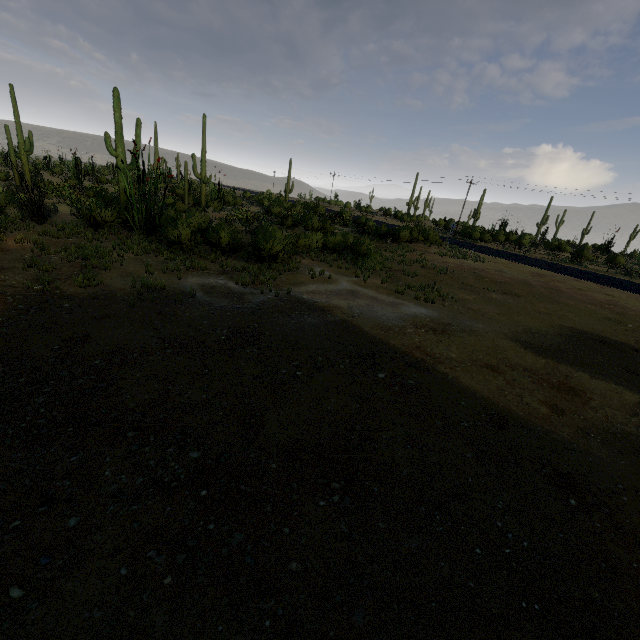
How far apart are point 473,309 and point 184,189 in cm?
3190
